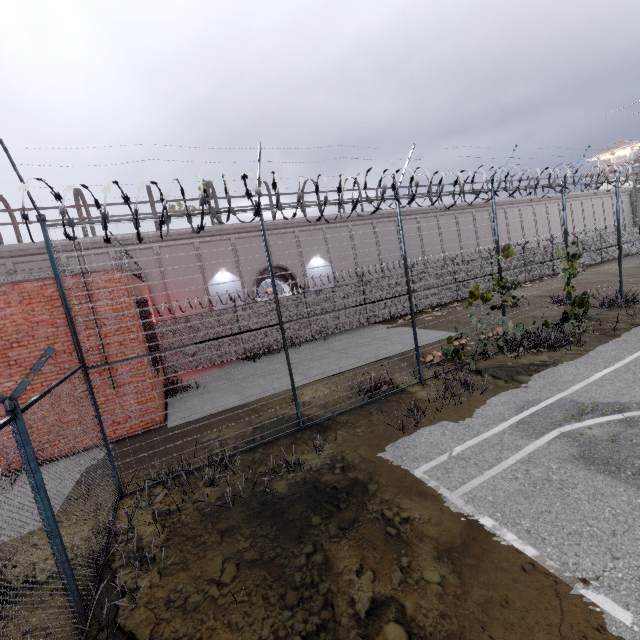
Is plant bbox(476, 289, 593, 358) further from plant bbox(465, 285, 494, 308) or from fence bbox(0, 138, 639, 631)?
plant bbox(465, 285, 494, 308)

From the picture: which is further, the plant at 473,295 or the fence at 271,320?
the plant at 473,295

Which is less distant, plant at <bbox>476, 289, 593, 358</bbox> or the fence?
the fence

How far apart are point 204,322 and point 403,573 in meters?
14.5

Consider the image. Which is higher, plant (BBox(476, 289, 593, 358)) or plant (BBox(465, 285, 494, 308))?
plant (BBox(465, 285, 494, 308))

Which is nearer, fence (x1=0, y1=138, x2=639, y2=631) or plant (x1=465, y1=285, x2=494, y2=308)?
fence (x1=0, y1=138, x2=639, y2=631)

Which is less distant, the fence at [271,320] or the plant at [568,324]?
Answer: the fence at [271,320]

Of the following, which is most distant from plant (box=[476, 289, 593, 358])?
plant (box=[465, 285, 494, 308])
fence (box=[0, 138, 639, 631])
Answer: plant (box=[465, 285, 494, 308])
